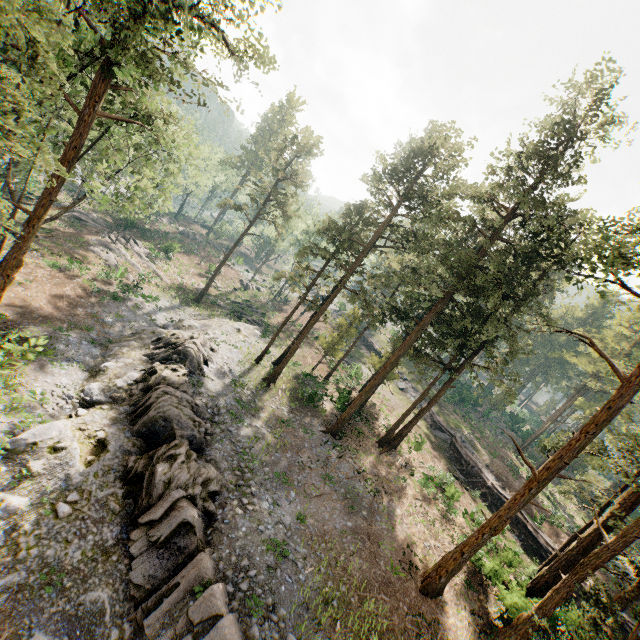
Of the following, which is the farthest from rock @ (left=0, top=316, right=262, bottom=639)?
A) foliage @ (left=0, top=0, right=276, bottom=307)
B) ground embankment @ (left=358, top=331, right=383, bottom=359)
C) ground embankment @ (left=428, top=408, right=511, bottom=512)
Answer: ground embankment @ (left=358, top=331, right=383, bottom=359)

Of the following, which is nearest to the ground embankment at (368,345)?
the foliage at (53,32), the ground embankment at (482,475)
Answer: the ground embankment at (482,475)

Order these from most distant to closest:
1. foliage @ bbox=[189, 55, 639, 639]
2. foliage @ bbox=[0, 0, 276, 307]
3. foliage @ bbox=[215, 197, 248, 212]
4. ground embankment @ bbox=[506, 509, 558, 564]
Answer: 1. foliage @ bbox=[215, 197, 248, 212]
2. ground embankment @ bbox=[506, 509, 558, 564]
3. foliage @ bbox=[189, 55, 639, 639]
4. foliage @ bbox=[0, 0, 276, 307]

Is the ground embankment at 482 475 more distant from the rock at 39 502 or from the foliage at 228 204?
the rock at 39 502

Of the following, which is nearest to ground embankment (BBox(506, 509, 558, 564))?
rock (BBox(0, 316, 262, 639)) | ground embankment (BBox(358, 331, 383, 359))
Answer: ground embankment (BBox(358, 331, 383, 359))

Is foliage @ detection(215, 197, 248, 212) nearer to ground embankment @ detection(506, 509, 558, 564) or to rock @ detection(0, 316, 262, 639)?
ground embankment @ detection(506, 509, 558, 564)

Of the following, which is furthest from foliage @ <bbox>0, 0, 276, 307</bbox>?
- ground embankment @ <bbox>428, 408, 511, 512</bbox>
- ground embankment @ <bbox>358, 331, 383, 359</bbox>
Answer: ground embankment @ <bbox>358, 331, 383, 359</bbox>

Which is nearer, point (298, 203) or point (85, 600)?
point (85, 600)
